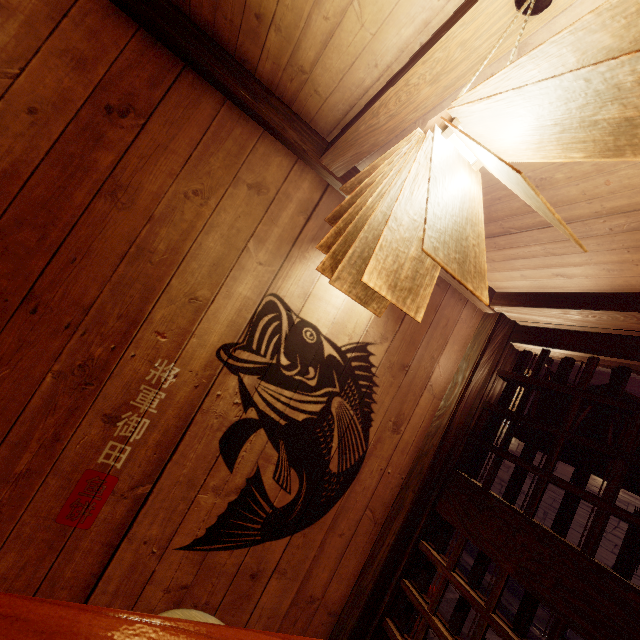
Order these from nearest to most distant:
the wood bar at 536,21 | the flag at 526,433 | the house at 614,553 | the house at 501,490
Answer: the wood bar at 536,21
the flag at 526,433
the house at 614,553
the house at 501,490

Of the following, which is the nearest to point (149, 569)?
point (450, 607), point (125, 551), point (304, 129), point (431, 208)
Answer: point (125, 551)

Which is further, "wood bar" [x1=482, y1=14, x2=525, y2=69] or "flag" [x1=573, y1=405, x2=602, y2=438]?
"flag" [x1=573, y1=405, x2=602, y2=438]

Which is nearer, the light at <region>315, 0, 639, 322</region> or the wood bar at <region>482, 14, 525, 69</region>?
the light at <region>315, 0, 639, 322</region>

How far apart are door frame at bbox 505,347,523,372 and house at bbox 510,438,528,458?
9.00m

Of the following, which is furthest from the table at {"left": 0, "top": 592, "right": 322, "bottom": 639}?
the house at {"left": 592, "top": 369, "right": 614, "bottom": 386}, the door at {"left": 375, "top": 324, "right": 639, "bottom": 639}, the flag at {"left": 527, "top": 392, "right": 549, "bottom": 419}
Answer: the house at {"left": 592, "top": 369, "right": 614, "bottom": 386}

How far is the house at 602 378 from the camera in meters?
11.3 m

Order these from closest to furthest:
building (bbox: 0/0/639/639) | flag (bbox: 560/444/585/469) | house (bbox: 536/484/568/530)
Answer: building (bbox: 0/0/639/639) → flag (bbox: 560/444/585/469) → house (bbox: 536/484/568/530)
